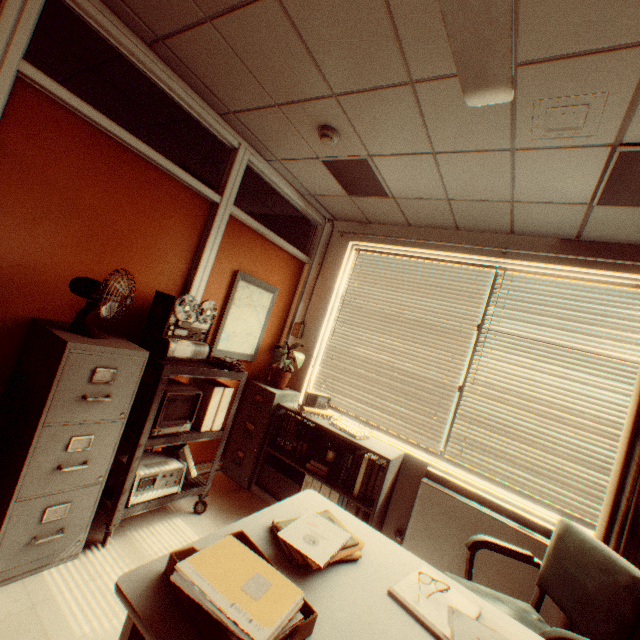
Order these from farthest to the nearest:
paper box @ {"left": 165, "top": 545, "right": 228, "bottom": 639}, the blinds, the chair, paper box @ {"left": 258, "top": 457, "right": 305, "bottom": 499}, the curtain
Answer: paper box @ {"left": 258, "top": 457, "right": 305, "bottom": 499} → the blinds → the curtain → the chair → paper box @ {"left": 165, "top": 545, "right": 228, "bottom": 639}

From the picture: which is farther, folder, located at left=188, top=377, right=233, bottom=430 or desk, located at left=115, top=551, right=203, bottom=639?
folder, located at left=188, top=377, right=233, bottom=430

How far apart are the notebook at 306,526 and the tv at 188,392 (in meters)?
1.48

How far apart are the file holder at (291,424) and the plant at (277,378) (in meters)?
0.28

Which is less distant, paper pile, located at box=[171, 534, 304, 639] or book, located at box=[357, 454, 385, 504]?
paper pile, located at box=[171, 534, 304, 639]

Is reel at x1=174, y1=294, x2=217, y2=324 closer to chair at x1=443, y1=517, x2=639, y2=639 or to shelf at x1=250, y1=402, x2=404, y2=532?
shelf at x1=250, y1=402, x2=404, y2=532

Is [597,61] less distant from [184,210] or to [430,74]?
[430,74]

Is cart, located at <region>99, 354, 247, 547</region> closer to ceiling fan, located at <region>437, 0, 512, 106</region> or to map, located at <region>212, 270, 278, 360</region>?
map, located at <region>212, 270, 278, 360</region>
